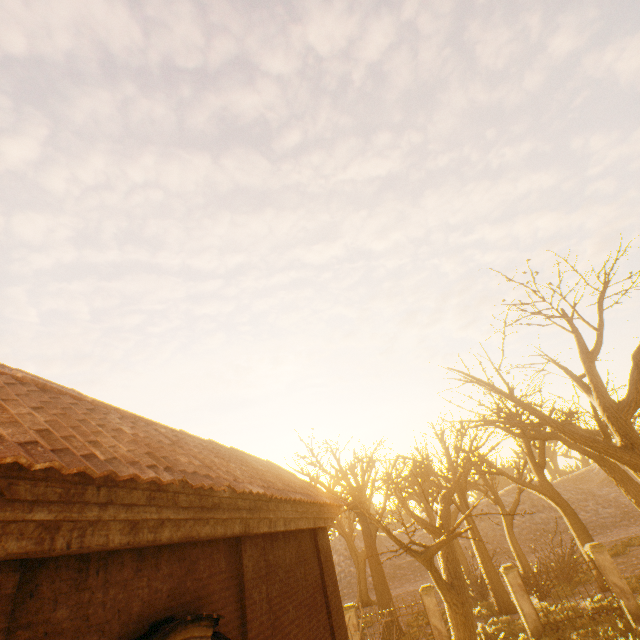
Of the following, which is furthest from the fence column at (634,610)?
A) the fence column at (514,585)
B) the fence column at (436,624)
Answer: the fence column at (436,624)

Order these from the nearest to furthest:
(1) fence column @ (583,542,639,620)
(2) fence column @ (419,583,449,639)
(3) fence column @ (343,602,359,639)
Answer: (1) fence column @ (583,542,639,620) < (2) fence column @ (419,583,449,639) < (3) fence column @ (343,602,359,639)

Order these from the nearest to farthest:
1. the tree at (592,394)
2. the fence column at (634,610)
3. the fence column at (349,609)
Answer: the tree at (592,394) < the fence column at (634,610) < the fence column at (349,609)

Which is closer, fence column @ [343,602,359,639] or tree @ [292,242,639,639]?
tree @ [292,242,639,639]

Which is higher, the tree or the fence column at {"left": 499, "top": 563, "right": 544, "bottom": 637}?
the tree

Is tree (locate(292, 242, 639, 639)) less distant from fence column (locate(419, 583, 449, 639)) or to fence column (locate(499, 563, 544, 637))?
fence column (locate(499, 563, 544, 637))

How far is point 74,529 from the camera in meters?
2.4

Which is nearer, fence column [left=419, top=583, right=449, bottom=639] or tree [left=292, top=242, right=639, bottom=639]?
tree [left=292, top=242, right=639, bottom=639]
